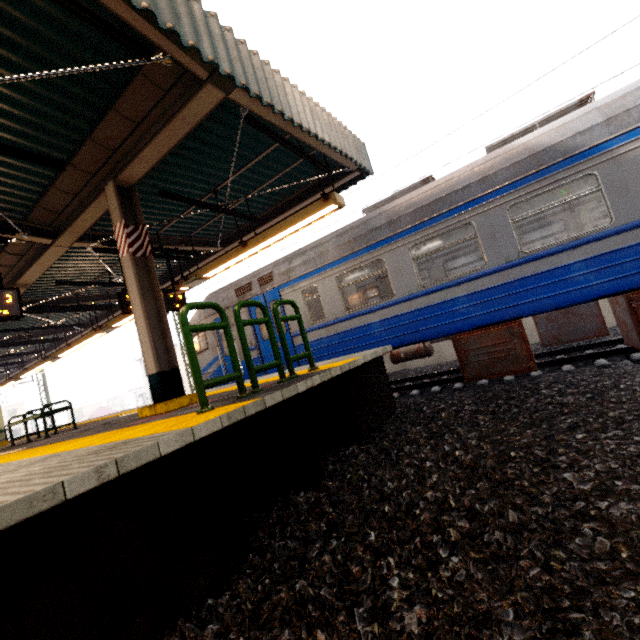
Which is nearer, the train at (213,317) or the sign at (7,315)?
the sign at (7,315)

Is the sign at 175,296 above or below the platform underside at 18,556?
above

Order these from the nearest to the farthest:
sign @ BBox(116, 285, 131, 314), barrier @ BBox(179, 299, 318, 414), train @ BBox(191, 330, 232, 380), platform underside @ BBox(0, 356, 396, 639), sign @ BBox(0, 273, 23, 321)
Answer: platform underside @ BBox(0, 356, 396, 639)
barrier @ BBox(179, 299, 318, 414)
sign @ BBox(0, 273, 23, 321)
sign @ BBox(116, 285, 131, 314)
train @ BBox(191, 330, 232, 380)

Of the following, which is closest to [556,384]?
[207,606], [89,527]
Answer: [207,606]

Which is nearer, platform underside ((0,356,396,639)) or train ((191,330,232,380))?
platform underside ((0,356,396,639))

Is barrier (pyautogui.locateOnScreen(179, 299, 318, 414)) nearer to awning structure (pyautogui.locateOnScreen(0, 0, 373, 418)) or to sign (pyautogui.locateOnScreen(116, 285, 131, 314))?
awning structure (pyautogui.locateOnScreen(0, 0, 373, 418))

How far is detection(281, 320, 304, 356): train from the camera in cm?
776

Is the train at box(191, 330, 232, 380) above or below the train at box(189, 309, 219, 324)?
below
